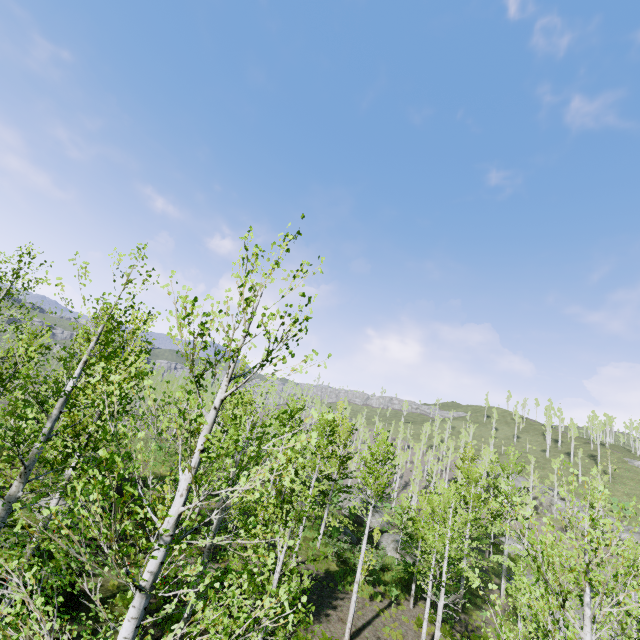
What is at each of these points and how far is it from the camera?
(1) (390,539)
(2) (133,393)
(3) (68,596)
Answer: (1) rock, 28.7m
(2) instancedfoliageactor, 4.8m
(3) rock, 10.8m

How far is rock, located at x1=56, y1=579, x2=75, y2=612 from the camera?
10.45m

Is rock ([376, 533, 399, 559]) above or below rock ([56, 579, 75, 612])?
above

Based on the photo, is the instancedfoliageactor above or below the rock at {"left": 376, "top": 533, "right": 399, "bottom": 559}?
above

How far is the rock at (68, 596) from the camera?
10.5m

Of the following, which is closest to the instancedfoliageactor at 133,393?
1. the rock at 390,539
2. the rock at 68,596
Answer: Answer: the rock at 68,596

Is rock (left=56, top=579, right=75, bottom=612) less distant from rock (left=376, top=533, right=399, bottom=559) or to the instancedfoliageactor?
the instancedfoliageactor
